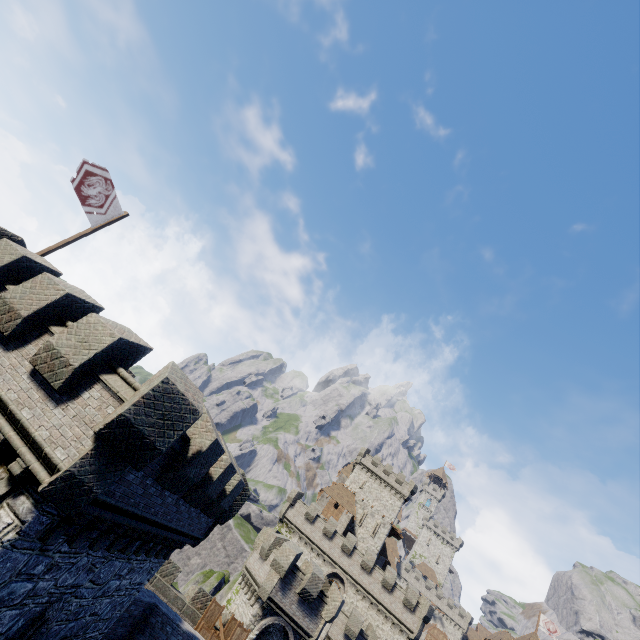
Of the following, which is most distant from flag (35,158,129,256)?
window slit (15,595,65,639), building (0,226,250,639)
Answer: window slit (15,595,65,639)

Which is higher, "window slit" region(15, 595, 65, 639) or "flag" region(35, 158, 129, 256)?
"flag" region(35, 158, 129, 256)

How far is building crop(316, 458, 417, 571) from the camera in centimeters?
5288cm

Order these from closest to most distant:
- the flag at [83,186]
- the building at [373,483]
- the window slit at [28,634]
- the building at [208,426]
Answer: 1. the building at [208,426]
2. the window slit at [28,634]
3. the flag at [83,186]
4. the building at [373,483]

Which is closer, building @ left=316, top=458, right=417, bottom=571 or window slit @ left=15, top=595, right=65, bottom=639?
window slit @ left=15, top=595, right=65, bottom=639

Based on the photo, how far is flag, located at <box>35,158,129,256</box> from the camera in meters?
11.7 m

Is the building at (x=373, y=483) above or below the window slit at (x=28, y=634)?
above

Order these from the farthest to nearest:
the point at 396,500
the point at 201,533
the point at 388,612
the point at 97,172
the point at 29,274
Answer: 1. the point at 396,500
2. the point at 388,612
3. the point at 201,533
4. the point at 97,172
5. the point at 29,274
